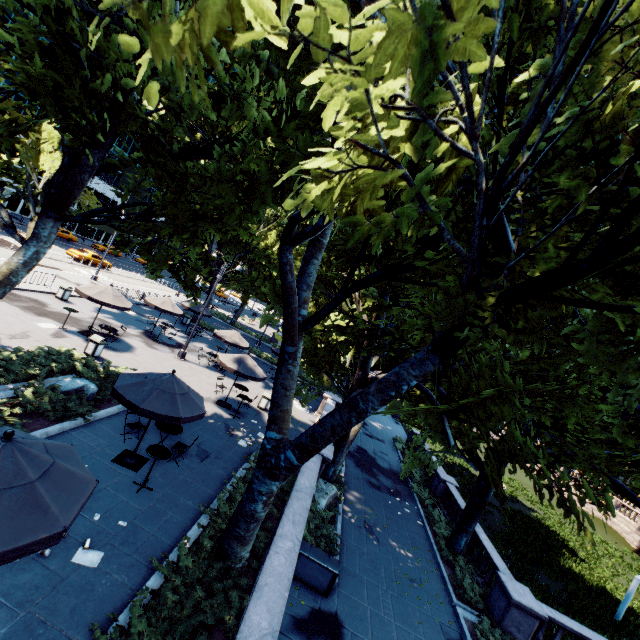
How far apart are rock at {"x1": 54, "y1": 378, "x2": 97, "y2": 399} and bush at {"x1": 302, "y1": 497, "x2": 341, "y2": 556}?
9.1m

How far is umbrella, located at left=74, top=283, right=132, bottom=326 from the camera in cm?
1658

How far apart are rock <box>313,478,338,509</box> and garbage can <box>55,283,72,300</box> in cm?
1966

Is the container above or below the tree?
below

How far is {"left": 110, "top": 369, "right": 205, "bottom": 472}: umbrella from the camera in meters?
8.8 m

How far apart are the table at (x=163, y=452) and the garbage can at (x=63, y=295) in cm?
1761

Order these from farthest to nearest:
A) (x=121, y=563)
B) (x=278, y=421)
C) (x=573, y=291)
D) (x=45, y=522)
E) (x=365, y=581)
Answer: (x=365, y=581) → (x=278, y=421) → (x=121, y=563) → (x=573, y=291) → (x=45, y=522)

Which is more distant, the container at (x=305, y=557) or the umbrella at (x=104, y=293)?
the umbrella at (x=104, y=293)
